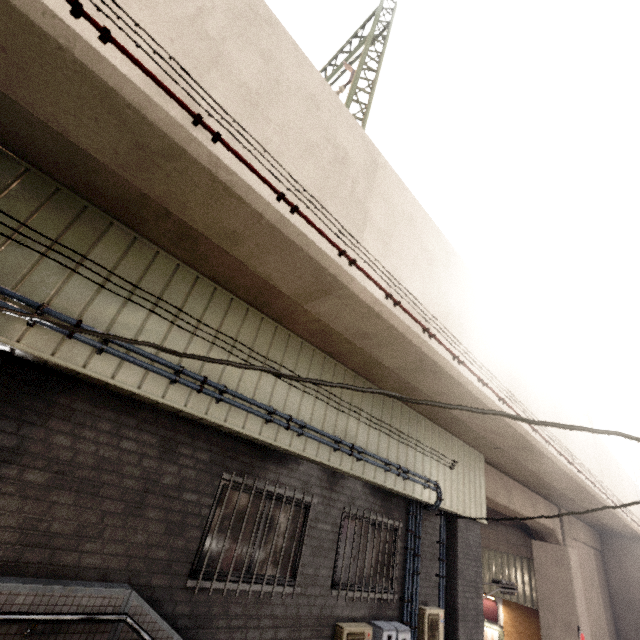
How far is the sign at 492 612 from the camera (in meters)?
14.58

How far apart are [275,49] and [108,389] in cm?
473

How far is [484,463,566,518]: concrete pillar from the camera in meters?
10.3 m

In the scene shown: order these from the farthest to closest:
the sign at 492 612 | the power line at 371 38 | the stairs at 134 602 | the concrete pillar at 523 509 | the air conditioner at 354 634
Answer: the sign at 492 612 → the concrete pillar at 523 509 → the power line at 371 38 → the air conditioner at 354 634 → the stairs at 134 602

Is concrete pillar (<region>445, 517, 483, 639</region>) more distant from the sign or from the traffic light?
the sign

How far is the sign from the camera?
14.6m

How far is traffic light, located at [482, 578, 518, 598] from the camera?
8.8 meters

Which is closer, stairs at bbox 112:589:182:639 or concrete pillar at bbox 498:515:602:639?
stairs at bbox 112:589:182:639
